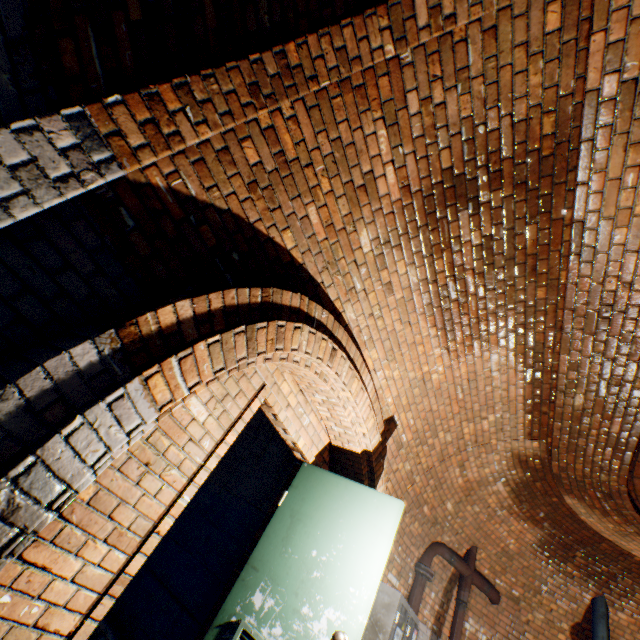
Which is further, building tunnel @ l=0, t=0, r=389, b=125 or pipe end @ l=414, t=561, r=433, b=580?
pipe end @ l=414, t=561, r=433, b=580

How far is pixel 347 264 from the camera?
2.8m

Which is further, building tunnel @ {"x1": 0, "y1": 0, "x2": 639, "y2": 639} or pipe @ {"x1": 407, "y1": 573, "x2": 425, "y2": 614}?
pipe @ {"x1": 407, "y1": 573, "x2": 425, "y2": 614}

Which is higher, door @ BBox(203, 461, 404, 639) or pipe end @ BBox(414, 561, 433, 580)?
pipe end @ BBox(414, 561, 433, 580)

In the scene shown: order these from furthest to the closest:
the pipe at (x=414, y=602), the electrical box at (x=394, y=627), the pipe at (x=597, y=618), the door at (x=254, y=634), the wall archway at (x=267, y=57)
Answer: the pipe at (x=597, y=618) → the pipe at (x=414, y=602) → the electrical box at (x=394, y=627) → the door at (x=254, y=634) → the wall archway at (x=267, y=57)

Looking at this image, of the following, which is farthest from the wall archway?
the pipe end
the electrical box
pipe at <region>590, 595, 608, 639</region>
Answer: pipe at <region>590, 595, 608, 639</region>

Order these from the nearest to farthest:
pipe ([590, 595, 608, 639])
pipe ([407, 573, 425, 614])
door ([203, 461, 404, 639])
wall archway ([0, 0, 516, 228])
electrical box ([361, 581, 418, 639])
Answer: wall archway ([0, 0, 516, 228]) < door ([203, 461, 404, 639]) < electrical box ([361, 581, 418, 639]) < pipe ([407, 573, 425, 614]) < pipe ([590, 595, 608, 639])

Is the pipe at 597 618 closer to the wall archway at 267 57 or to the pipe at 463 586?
the pipe at 463 586
